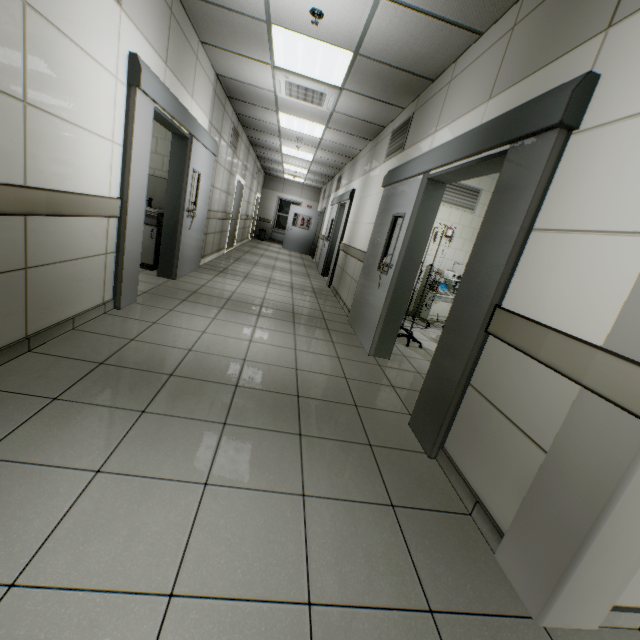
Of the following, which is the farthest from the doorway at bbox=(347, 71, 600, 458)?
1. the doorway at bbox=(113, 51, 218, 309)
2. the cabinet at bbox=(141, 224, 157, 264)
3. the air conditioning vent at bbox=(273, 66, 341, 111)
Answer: the cabinet at bbox=(141, 224, 157, 264)

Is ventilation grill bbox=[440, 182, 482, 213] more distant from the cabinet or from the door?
the door

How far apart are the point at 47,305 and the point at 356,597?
2.78m

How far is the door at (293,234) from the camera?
14.55m

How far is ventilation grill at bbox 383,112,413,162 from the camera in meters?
4.5

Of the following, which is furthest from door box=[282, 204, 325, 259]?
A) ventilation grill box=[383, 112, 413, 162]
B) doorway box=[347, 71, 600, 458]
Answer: doorway box=[347, 71, 600, 458]

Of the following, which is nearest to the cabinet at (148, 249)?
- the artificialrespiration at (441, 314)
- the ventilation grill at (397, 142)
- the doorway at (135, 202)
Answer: the doorway at (135, 202)

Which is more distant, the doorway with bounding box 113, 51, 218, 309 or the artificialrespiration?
the artificialrespiration
